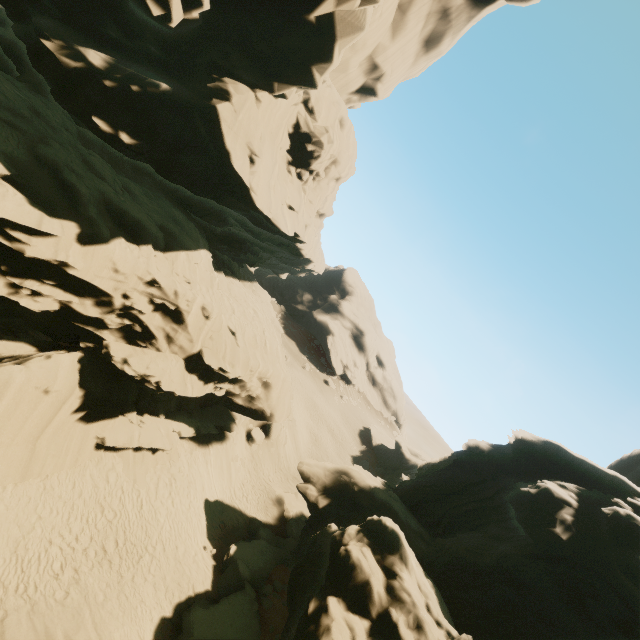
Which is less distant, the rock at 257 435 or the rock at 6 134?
the rock at 6 134

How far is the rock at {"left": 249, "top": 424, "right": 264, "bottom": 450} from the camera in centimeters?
2753cm

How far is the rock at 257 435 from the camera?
27.53m

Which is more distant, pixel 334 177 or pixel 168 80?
pixel 334 177

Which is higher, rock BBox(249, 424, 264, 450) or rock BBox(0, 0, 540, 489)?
rock BBox(0, 0, 540, 489)

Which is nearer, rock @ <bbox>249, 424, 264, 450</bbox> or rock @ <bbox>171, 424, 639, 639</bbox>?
rock @ <bbox>171, 424, 639, 639</bbox>
